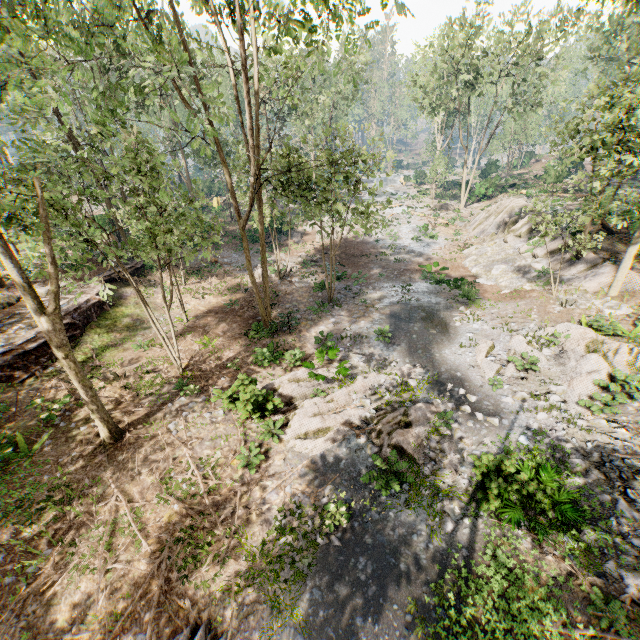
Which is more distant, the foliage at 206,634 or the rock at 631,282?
the rock at 631,282

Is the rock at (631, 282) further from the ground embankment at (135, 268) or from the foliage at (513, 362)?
the ground embankment at (135, 268)

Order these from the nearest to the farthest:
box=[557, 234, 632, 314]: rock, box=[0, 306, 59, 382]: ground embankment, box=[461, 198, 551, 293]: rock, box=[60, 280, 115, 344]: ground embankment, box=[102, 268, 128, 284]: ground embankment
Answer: box=[0, 306, 59, 382]: ground embankment → box=[557, 234, 632, 314]: rock → box=[60, 280, 115, 344]: ground embankment → box=[461, 198, 551, 293]: rock → box=[102, 268, 128, 284]: ground embankment

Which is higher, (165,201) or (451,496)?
(165,201)

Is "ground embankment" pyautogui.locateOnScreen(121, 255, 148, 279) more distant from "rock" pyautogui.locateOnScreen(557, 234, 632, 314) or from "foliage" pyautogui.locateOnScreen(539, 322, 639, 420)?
"rock" pyautogui.locateOnScreen(557, 234, 632, 314)

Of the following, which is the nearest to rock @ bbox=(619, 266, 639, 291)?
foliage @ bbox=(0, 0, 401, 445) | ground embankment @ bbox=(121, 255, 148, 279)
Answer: foliage @ bbox=(0, 0, 401, 445)

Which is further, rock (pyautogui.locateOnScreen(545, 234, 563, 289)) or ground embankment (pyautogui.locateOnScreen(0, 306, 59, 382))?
rock (pyautogui.locateOnScreen(545, 234, 563, 289))
